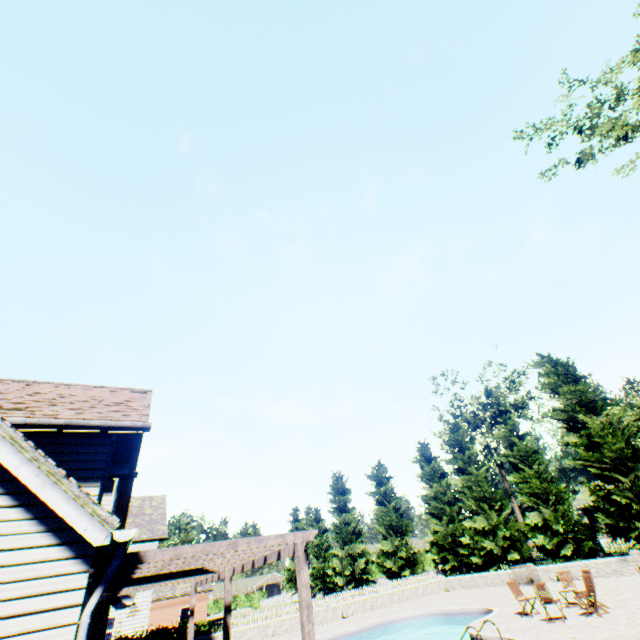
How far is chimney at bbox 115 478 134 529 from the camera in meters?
15.8 m

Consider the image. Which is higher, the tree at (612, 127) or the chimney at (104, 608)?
the tree at (612, 127)

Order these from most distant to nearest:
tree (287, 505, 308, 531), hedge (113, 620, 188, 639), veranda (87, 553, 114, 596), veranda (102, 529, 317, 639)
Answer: tree (287, 505, 308, 531) → hedge (113, 620, 188, 639) → veranda (102, 529, 317, 639) → veranda (87, 553, 114, 596)

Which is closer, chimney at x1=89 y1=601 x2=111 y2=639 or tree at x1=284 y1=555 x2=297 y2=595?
chimney at x1=89 y1=601 x2=111 y2=639

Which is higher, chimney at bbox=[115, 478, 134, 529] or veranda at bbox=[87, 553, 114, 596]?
chimney at bbox=[115, 478, 134, 529]

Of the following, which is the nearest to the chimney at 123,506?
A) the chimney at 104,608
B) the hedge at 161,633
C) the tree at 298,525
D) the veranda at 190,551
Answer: the chimney at 104,608

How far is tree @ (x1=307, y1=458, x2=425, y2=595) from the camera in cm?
3238

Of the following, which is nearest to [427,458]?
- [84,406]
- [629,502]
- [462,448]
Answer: [462,448]
